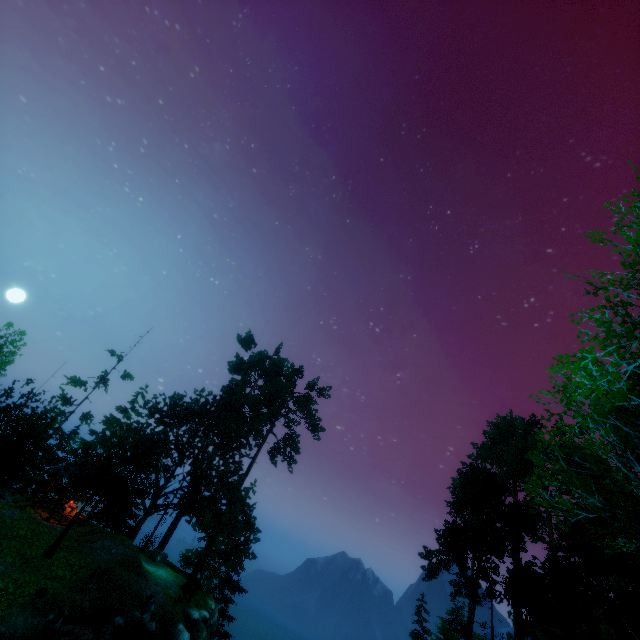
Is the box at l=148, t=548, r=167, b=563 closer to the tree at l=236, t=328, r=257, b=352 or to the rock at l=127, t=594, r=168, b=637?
the rock at l=127, t=594, r=168, b=637

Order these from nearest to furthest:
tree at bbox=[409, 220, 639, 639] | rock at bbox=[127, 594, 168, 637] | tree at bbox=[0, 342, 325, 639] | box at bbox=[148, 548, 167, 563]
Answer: tree at bbox=[409, 220, 639, 639]
rock at bbox=[127, 594, 168, 637]
tree at bbox=[0, 342, 325, 639]
box at bbox=[148, 548, 167, 563]

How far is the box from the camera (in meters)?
28.44

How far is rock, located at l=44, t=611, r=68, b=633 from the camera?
14.8 meters

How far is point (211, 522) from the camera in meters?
25.6

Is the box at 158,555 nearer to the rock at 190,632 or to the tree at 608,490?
the tree at 608,490

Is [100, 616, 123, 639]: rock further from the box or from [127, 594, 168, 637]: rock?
the box

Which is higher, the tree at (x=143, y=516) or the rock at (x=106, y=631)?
the tree at (x=143, y=516)
